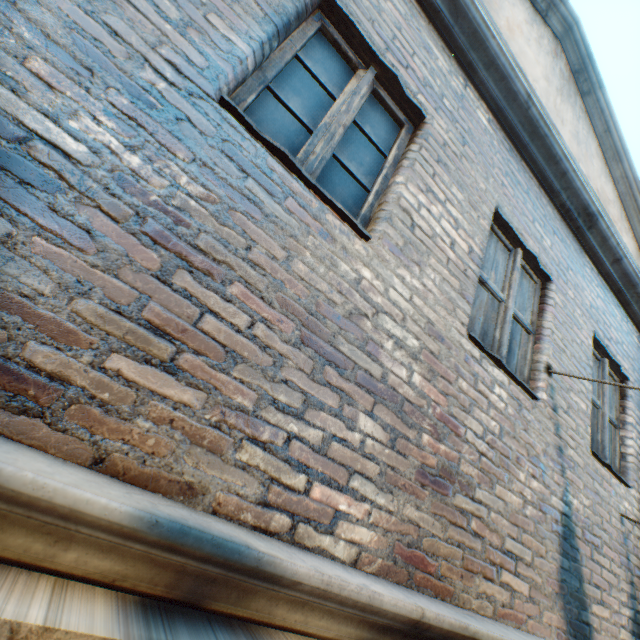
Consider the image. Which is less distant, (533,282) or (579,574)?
(579,574)
